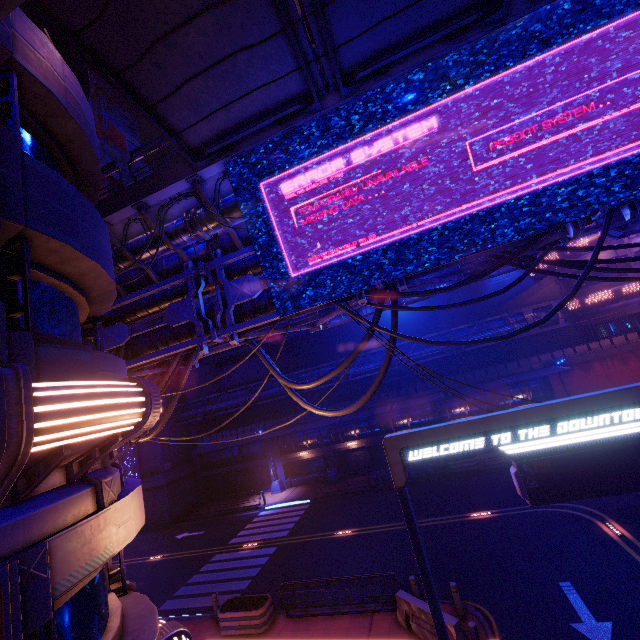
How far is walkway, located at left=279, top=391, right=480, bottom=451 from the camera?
28.1 meters

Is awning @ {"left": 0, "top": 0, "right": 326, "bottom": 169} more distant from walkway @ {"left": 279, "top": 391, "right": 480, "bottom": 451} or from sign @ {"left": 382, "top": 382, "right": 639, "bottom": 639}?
walkway @ {"left": 279, "top": 391, "right": 480, "bottom": 451}

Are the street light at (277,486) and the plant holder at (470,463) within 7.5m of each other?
no

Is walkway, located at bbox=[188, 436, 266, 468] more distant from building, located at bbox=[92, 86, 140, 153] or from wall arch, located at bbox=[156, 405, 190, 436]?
building, located at bbox=[92, 86, 140, 153]

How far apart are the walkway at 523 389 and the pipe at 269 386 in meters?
2.8 m

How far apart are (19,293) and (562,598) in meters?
17.2 m

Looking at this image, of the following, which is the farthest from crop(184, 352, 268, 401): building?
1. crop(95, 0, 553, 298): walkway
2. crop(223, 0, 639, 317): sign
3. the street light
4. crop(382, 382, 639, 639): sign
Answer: crop(382, 382, 639, 639): sign

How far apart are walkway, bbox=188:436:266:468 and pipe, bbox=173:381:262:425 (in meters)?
2.78
